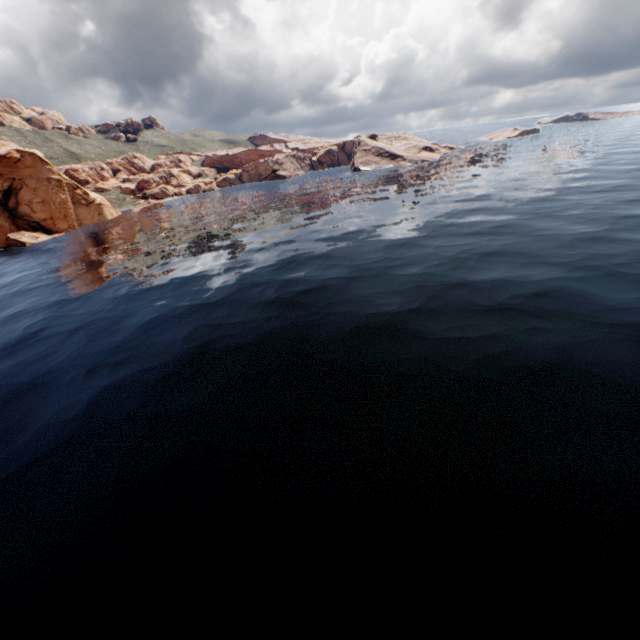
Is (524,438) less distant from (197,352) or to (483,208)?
(197,352)
